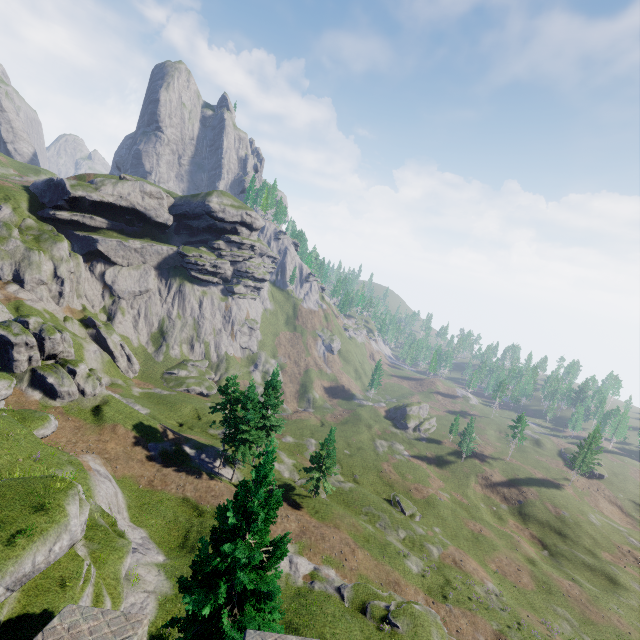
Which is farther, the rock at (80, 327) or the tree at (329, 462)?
the rock at (80, 327)

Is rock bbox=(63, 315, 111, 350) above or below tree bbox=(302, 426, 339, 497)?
above

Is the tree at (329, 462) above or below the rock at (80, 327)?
below

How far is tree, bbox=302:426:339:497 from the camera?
40.3 meters

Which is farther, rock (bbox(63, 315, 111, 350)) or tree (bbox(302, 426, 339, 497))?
rock (bbox(63, 315, 111, 350))

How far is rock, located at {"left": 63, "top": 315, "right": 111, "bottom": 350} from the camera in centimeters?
5675cm

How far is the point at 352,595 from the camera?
26.31m
